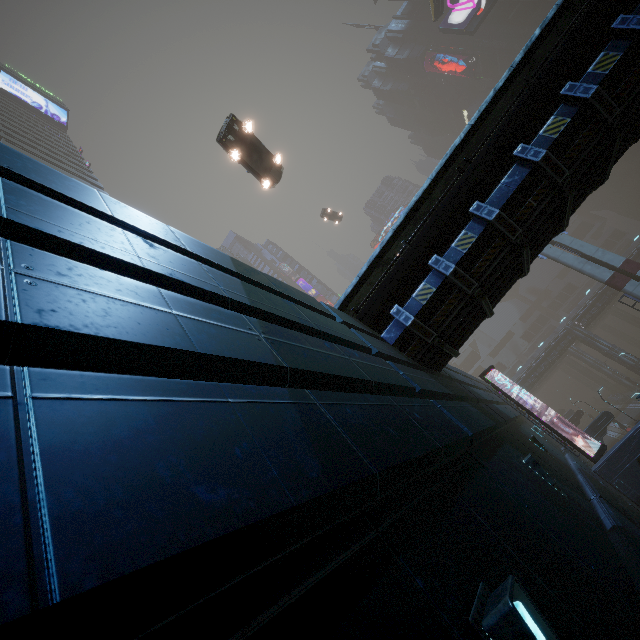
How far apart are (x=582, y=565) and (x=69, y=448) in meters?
4.7 m

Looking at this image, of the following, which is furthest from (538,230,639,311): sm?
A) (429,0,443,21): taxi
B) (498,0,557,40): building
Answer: (429,0,443,21): taxi

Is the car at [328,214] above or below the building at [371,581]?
above

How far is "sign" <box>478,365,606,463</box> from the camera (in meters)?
16.22

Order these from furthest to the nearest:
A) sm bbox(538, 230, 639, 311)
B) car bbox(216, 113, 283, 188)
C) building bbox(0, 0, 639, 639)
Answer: sm bbox(538, 230, 639, 311), car bbox(216, 113, 283, 188), building bbox(0, 0, 639, 639)

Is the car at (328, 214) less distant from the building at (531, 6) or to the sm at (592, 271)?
the building at (531, 6)

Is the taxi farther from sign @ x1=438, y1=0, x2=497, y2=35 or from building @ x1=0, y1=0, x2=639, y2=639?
building @ x1=0, y1=0, x2=639, y2=639

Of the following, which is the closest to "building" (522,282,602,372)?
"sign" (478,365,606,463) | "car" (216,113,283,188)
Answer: "sign" (478,365,606,463)
